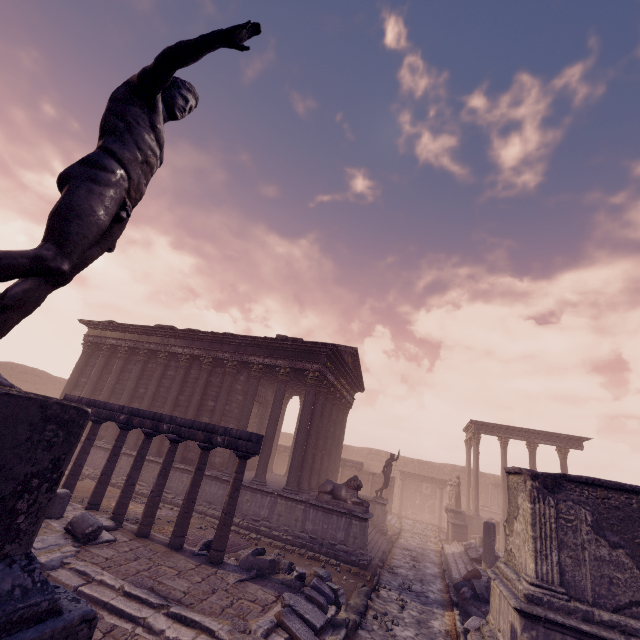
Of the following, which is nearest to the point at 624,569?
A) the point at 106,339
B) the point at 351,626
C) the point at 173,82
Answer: the point at 351,626

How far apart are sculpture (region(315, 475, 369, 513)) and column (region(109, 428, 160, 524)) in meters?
6.1 m

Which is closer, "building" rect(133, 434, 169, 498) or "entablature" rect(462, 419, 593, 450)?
"building" rect(133, 434, 169, 498)

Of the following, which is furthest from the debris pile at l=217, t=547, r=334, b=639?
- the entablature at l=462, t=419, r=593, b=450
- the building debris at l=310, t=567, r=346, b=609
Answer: the entablature at l=462, t=419, r=593, b=450

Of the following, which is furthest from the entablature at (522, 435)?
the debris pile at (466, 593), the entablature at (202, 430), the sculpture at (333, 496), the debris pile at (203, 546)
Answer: the entablature at (202, 430)

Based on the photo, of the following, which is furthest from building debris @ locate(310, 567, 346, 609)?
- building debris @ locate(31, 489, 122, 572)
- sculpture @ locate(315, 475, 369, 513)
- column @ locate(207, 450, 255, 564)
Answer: building debris @ locate(31, 489, 122, 572)

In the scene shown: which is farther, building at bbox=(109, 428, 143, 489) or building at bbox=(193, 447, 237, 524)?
building at bbox=(109, 428, 143, 489)

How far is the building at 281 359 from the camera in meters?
11.5
